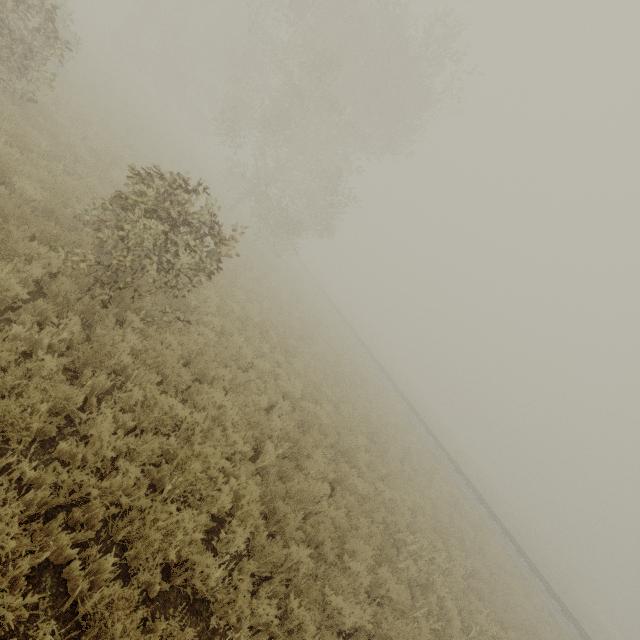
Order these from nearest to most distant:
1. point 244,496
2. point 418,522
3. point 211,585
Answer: point 211,585 → point 244,496 → point 418,522
